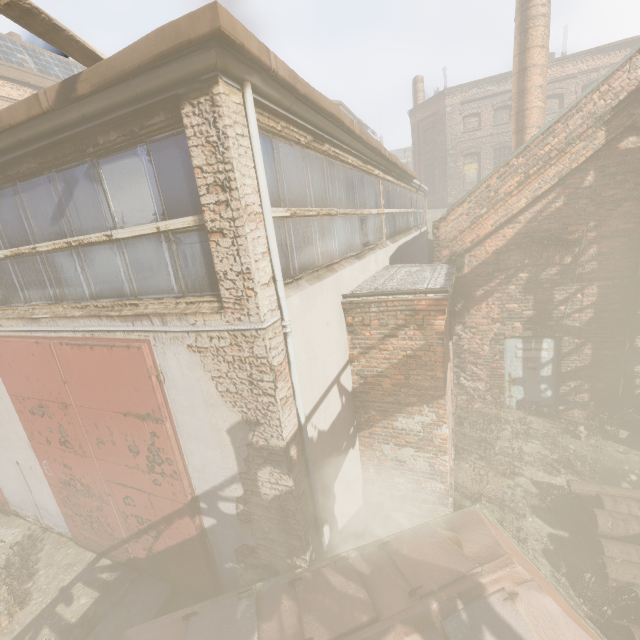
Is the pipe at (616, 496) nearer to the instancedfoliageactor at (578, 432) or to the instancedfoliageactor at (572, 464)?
the instancedfoliageactor at (572, 464)

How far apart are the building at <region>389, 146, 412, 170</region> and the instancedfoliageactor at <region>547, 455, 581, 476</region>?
59.12m

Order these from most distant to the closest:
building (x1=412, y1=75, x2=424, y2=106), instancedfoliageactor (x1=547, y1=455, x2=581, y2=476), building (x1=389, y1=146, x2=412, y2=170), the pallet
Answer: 1. building (x1=389, y1=146, x2=412, y2=170)
2. building (x1=412, y1=75, x2=424, y2=106)
3. instancedfoliageactor (x1=547, y1=455, x2=581, y2=476)
4. the pallet

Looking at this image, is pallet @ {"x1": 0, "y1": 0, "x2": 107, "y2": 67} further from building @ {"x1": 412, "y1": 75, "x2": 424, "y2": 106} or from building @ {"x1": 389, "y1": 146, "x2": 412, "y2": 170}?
building @ {"x1": 389, "y1": 146, "x2": 412, "y2": 170}

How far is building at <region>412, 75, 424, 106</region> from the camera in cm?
2710

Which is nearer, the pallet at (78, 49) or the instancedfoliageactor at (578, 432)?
the pallet at (78, 49)

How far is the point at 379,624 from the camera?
2.88m

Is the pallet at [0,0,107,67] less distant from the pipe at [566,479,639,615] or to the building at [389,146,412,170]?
the pipe at [566,479,639,615]
